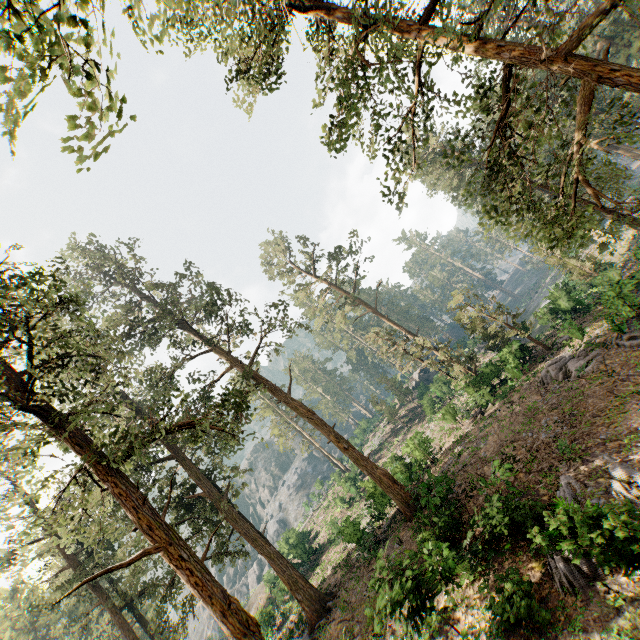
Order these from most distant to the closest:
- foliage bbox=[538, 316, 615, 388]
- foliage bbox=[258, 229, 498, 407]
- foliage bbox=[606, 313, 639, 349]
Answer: foliage bbox=[258, 229, 498, 407] → foliage bbox=[538, 316, 615, 388] → foliage bbox=[606, 313, 639, 349]

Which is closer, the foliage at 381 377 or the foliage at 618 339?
the foliage at 618 339

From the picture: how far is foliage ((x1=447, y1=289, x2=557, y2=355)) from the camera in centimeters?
2630cm

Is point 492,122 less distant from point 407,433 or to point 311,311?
point 311,311

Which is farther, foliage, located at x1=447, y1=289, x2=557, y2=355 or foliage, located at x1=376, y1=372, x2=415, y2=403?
foliage, located at x1=376, y1=372, x2=415, y2=403

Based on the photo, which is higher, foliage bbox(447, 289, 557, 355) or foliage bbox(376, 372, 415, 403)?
foliage bbox(376, 372, 415, 403)

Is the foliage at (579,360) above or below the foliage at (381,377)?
below
